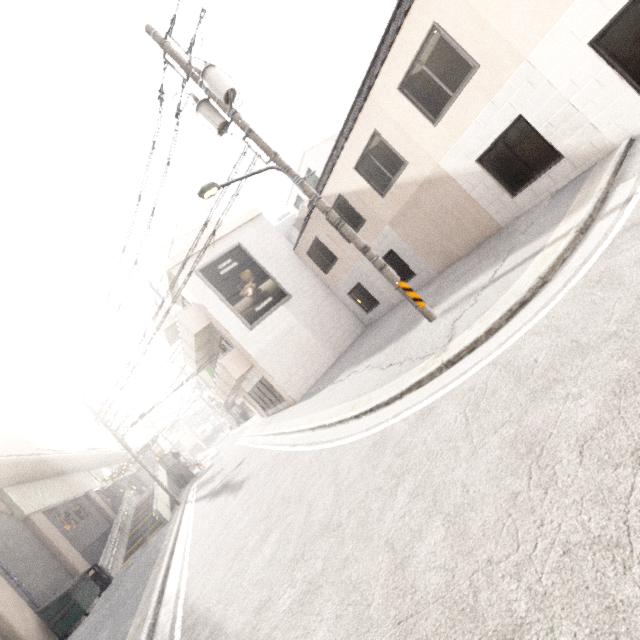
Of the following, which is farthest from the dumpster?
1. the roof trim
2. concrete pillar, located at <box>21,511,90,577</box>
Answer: the roof trim

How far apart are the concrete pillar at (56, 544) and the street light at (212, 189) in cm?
1981

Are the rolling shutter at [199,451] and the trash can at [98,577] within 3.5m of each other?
no

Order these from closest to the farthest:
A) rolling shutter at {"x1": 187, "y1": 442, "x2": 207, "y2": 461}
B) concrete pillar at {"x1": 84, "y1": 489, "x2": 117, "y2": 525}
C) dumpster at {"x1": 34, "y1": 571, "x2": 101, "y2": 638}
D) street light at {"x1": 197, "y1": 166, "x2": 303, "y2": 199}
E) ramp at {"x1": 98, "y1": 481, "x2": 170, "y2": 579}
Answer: street light at {"x1": 197, "y1": 166, "x2": 303, "y2": 199} → dumpster at {"x1": 34, "y1": 571, "x2": 101, "y2": 638} → ramp at {"x1": 98, "y1": 481, "x2": 170, "y2": 579} → concrete pillar at {"x1": 84, "y1": 489, "x2": 117, "y2": 525} → rolling shutter at {"x1": 187, "y1": 442, "x2": 207, "y2": 461}

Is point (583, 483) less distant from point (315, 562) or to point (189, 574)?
point (315, 562)

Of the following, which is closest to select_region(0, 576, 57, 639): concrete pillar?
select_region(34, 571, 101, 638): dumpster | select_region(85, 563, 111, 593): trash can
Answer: select_region(34, 571, 101, 638): dumpster

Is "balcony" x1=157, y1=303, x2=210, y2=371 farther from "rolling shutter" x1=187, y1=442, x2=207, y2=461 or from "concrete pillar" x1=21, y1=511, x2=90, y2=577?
"rolling shutter" x1=187, y1=442, x2=207, y2=461

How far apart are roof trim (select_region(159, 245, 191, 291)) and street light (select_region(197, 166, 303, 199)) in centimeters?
947cm
